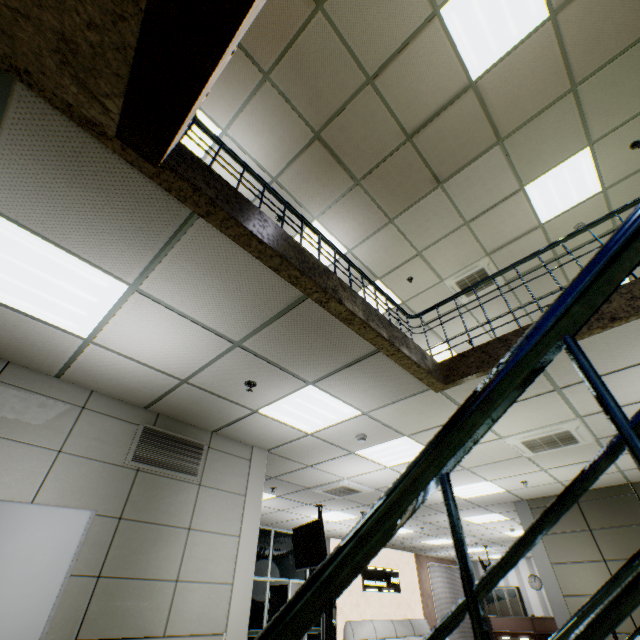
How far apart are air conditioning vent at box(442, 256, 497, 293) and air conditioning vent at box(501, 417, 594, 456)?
3.4m

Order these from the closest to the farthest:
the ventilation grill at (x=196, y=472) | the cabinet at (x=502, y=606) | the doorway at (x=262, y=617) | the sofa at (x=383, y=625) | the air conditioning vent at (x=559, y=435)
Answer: the ventilation grill at (x=196, y=472) → the air conditioning vent at (x=559, y=435) → the doorway at (x=262, y=617) → the sofa at (x=383, y=625) → the cabinet at (x=502, y=606)

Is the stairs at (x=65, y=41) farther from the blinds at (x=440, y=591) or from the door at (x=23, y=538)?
the blinds at (x=440, y=591)

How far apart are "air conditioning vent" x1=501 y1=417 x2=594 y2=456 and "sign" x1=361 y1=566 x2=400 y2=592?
9.87m

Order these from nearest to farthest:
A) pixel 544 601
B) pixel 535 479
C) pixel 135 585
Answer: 1. pixel 135 585
2. pixel 535 479
3. pixel 544 601

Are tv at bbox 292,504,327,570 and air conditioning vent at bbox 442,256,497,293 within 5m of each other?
no

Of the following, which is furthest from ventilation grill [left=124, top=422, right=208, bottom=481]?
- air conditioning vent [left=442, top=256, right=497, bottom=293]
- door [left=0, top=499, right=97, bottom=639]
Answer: air conditioning vent [left=442, top=256, right=497, bottom=293]

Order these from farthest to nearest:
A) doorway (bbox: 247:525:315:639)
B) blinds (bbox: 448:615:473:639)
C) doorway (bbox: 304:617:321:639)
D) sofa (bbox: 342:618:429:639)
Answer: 1. blinds (bbox: 448:615:473:639)
2. sofa (bbox: 342:618:429:639)
3. doorway (bbox: 304:617:321:639)
4. doorway (bbox: 247:525:315:639)
